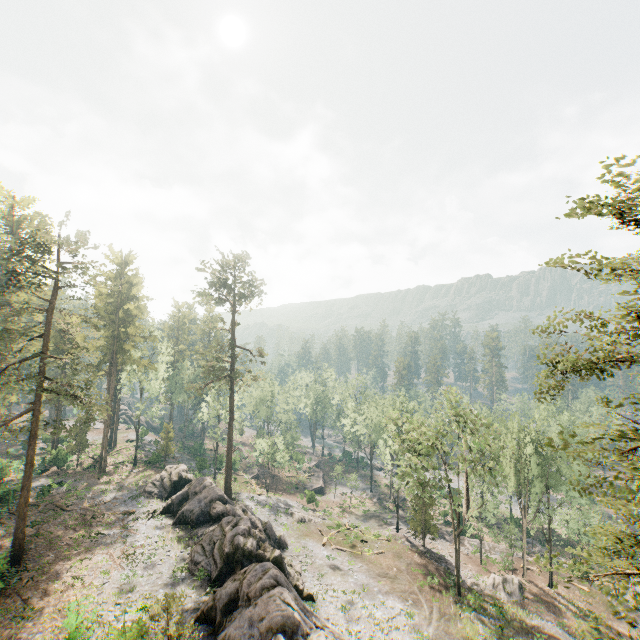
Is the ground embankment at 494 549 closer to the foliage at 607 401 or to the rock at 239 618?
the foliage at 607 401

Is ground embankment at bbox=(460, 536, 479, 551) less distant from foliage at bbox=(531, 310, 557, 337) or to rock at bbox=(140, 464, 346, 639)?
foliage at bbox=(531, 310, 557, 337)

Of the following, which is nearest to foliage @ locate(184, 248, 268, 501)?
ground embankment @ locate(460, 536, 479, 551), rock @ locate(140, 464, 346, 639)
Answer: rock @ locate(140, 464, 346, 639)

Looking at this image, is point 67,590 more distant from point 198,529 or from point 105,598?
point 198,529

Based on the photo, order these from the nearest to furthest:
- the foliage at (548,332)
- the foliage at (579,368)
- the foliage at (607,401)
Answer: the foliage at (607,401), the foliage at (579,368), the foliage at (548,332)

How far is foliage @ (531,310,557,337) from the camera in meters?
15.5 m
